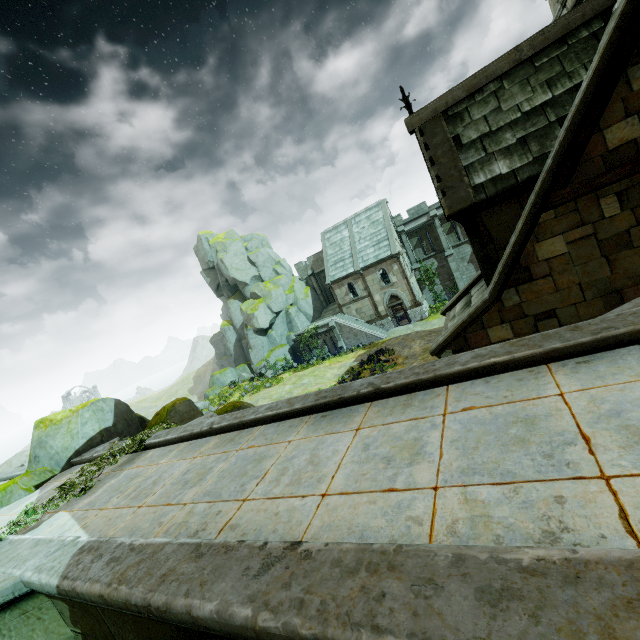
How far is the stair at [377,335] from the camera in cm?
3372

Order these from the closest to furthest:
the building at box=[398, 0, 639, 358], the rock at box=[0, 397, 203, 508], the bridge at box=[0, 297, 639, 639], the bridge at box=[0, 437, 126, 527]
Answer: the bridge at box=[0, 297, 639, 639]
the building at box=[398, 0, 639, 358]
the bridge at box=[0, 437, 126, 527]
the rock at box=[0, 397, 203, 508]

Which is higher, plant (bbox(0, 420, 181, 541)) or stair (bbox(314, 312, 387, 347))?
plant (bbox(0, 420, 181, 541))

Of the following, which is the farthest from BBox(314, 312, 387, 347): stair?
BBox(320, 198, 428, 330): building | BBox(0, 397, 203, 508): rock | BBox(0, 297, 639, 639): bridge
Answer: BBox(0, 297, 639, 639): bridge

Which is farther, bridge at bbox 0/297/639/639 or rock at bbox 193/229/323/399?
rock at bbox 193/229/323/399

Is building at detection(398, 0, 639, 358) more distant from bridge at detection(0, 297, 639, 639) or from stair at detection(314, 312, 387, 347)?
stair at detection(314, 312, 387, 347)

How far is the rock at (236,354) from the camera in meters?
38.6 m

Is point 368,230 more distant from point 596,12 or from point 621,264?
point 621,264
